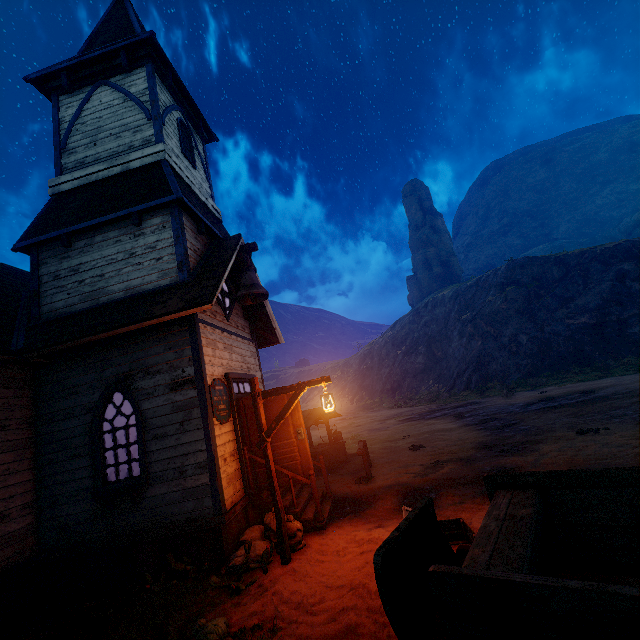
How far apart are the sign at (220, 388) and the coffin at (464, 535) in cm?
398

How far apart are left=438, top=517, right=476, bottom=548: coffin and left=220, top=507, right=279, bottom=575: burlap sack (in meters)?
2.25

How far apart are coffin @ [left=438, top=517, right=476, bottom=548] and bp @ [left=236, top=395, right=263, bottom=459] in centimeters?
254cm

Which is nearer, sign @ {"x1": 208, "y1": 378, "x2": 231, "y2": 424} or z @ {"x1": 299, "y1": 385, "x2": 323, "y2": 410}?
sign @ {"x1": 208, "y1": 378, "x2": 231, "y2": 424}

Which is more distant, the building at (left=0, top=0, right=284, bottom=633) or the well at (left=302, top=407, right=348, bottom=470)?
the well at (left=302, top=407, right=348, bottom=470)

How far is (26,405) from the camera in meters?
7.0

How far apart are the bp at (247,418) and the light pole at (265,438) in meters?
1.1 m

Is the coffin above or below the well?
below
